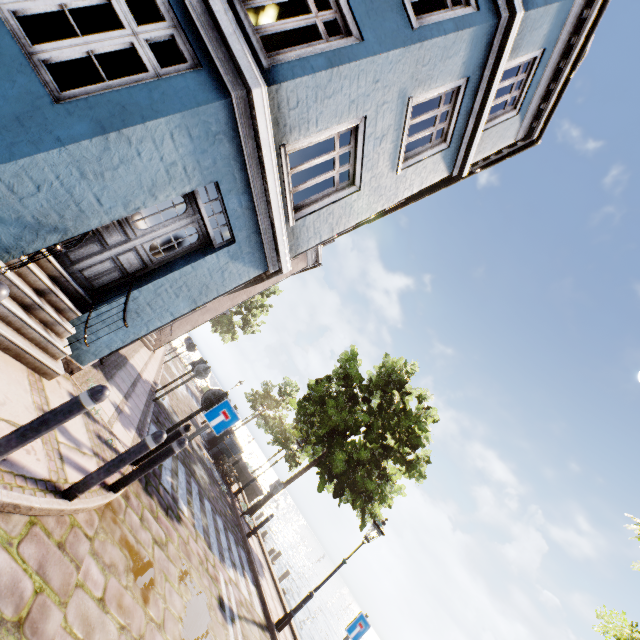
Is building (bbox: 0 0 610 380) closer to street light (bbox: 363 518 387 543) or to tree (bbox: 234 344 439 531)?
tree (bbox: 234 344 439 531)

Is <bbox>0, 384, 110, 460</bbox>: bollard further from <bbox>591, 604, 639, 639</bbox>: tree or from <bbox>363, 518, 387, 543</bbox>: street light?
<bbox>363, 518, 387, 543</bbox>: street light

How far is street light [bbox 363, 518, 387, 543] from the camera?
9.2 meters

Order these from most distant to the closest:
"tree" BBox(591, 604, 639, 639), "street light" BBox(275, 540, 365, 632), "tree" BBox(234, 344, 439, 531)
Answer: "tree" BBox(234, 344, 439, 531) < "street light" BBox(275, 540, 365, 632) < "tree" BBox(591, 604, 639, 639)

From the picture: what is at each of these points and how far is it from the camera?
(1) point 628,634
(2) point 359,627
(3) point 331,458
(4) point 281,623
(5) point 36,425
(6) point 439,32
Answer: (1) tree, 4.8m
(2) sign, 7.1m
(3) tree, 12.9m
(4) street light, 8.2m
(5) bollard, 2.7m
(6) building, 5.8m

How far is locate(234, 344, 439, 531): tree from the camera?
12.93m

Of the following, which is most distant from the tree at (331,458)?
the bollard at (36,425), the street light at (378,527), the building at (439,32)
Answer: the bollard at (36,425)

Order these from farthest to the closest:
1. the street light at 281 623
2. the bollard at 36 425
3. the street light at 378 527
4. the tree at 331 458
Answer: the tree at 331 458, the street light at 378 527, the street light at 281 623, the bollard at 36 425
